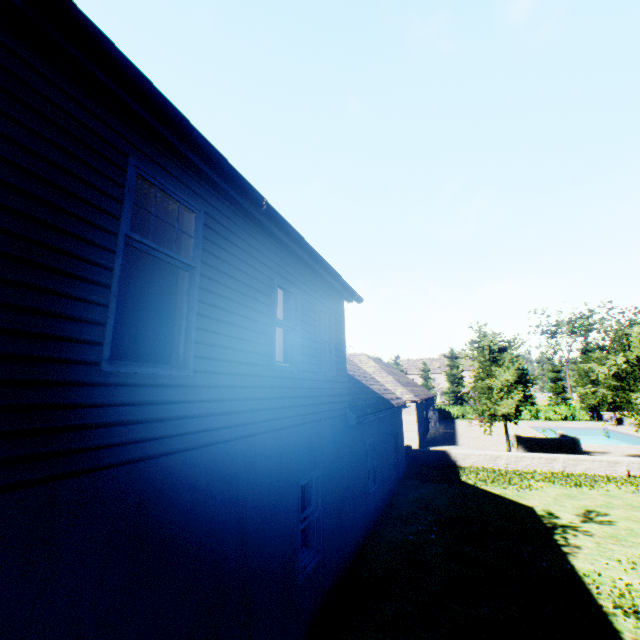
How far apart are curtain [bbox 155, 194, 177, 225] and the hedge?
50.80m

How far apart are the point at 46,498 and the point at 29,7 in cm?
349

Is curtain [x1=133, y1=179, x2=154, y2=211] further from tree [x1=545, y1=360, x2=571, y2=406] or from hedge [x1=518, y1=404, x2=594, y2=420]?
hedge [x1=518, y1=404, x2=594, y2=420]

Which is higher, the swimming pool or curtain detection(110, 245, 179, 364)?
curtain detection(110, 245, 179, 364)

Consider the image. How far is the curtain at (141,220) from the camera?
3.53m

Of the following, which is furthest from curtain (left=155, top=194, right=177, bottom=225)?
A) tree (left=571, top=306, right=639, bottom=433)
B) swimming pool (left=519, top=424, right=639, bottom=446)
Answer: swimming pool (left=519, top=424, right=639, bottom=446)
